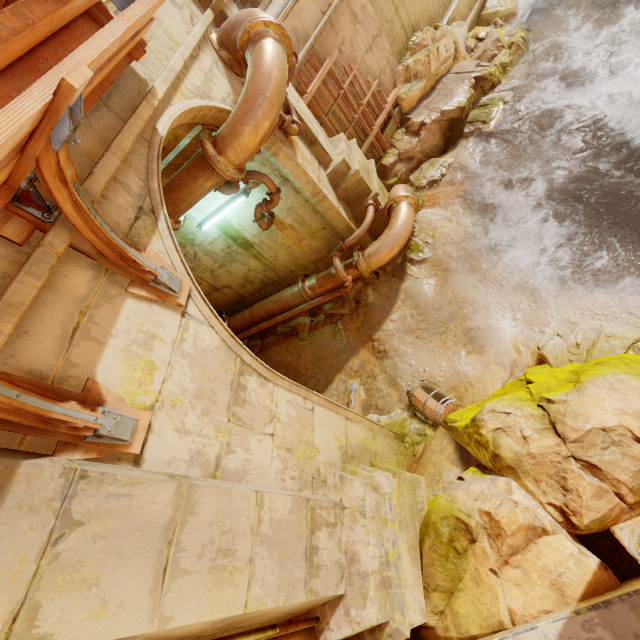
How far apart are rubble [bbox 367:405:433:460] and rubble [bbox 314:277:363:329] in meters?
2.0

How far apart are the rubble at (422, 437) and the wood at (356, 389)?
0.02m

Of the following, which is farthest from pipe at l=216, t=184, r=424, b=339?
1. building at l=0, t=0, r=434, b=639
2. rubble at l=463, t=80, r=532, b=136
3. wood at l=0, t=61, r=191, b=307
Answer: wood at l=0, t=61, r=191, b=307

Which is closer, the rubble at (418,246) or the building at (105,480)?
the building at (105,480)

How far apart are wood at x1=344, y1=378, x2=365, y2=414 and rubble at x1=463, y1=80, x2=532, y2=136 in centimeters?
692cm

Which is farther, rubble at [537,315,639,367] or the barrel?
the barrel

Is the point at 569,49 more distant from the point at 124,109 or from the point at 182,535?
the point at 182,535

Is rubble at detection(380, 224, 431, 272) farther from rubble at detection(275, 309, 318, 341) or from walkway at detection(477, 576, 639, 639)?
walkway at detection(477, 576, 639, 639)
